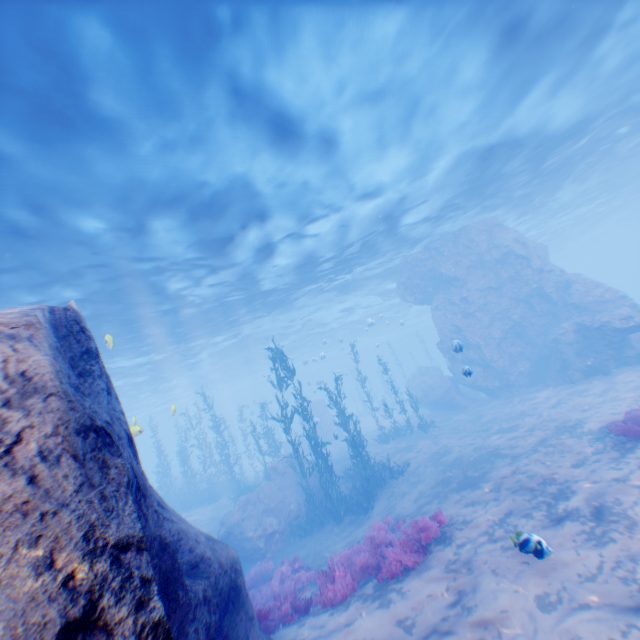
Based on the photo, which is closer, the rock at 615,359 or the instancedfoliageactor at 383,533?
the instancedfoliageactor at 383,533

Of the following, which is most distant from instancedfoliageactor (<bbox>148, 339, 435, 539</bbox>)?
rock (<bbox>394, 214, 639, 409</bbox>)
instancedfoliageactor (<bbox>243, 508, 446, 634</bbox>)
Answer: instancedfoliageactor (<bbox>243, 508, 446, 634</bbox>)

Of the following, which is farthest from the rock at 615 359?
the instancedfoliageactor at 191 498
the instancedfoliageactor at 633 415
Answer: the instancedfoliageactor at 633 415

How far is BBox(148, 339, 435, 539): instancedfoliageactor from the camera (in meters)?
14.55

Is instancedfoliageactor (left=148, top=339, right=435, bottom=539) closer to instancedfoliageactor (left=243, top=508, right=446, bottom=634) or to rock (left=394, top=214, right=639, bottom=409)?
rock (left=394, top=214, right=639, bottom=409)

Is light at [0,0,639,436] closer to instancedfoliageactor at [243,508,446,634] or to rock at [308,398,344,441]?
rock at [308,398,344,441]

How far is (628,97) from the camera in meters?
16.6

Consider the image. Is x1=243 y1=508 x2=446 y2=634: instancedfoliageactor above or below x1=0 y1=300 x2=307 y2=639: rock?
below
